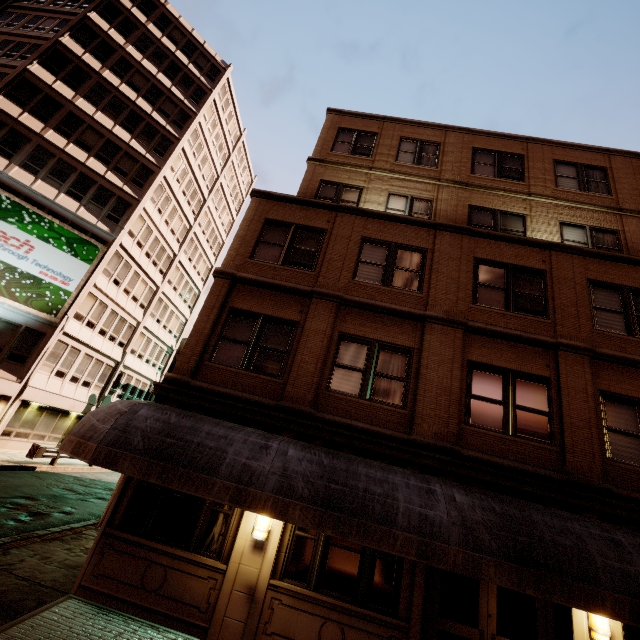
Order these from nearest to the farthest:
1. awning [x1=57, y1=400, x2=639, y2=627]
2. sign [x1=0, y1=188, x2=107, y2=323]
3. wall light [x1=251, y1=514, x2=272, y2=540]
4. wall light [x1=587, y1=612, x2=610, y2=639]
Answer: awning [x1=57, y1=400, x2=639, y2=627] < wall light [x1=587, y1=612, x2=610, y2=639] < wall light [x1=251, y1=514, x2=272, y2=540] < sign [x1=0, y1=188, x2=107, y2=323]

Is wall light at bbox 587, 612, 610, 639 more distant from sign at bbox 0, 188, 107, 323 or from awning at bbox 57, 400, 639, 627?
sign at bbox 0, 188, 107, 323

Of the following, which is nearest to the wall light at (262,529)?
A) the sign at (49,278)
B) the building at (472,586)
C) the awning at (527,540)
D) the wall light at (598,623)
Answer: the building at (472,586)

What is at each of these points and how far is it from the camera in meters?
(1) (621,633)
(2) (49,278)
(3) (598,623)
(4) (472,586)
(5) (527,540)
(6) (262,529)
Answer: (1) building, 6.3 m
(2) sign, 20.5 m
(3) wall light, 6.3 m
(4) building, 7.0 m
(5) awning, 5.8 m
(6) wall light, 7.0 m

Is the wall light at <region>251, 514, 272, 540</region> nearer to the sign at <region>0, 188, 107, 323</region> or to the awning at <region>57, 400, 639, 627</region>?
the awning at <region>57, 400, 639, 627</region>

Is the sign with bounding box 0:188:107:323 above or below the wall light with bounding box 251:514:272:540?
above

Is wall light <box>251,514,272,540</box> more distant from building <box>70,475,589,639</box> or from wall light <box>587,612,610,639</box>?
wall light <box>587,612,610,639</box>

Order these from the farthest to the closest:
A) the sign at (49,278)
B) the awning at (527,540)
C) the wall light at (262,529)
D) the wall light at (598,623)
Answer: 1. the sign at (49,278)
2. the wall light at (262,529)
3. the wall light at (598,623)
4. the awning at (527,540)
